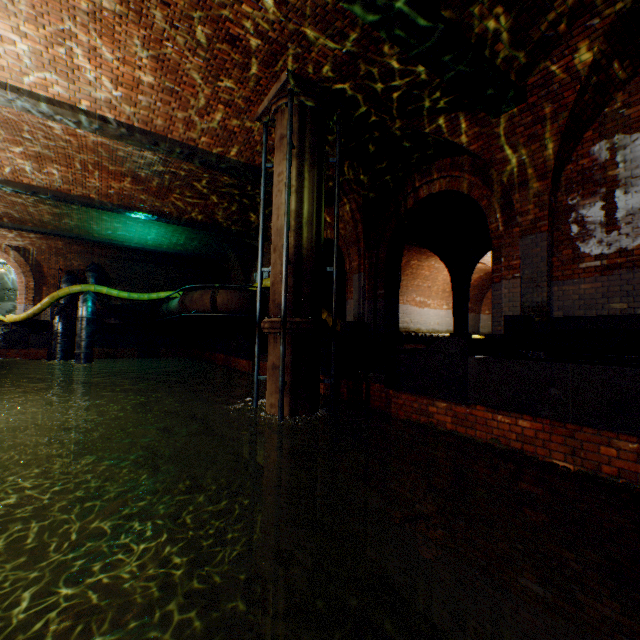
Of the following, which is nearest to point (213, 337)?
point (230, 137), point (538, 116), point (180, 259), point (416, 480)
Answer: point (180, 259)

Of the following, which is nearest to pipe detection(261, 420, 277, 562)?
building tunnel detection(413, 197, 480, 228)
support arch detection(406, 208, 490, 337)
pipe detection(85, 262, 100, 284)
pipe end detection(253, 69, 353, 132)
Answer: building tunnel detection(413, 197, 480, 228)

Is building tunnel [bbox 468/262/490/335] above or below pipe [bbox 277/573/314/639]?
above

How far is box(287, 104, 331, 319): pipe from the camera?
5.8m

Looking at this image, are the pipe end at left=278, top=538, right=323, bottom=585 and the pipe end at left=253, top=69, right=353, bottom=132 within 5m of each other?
no

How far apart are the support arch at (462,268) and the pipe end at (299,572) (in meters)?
9.33

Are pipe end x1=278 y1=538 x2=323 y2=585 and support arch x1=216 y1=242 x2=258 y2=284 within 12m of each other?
no

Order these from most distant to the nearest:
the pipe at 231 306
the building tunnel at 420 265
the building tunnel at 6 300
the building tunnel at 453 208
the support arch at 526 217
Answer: the building tunnel at 6 300
the building tunnel at 420 265
the pipe at 231 306
the building tunnel at 453 208
the support arch at 526 217
